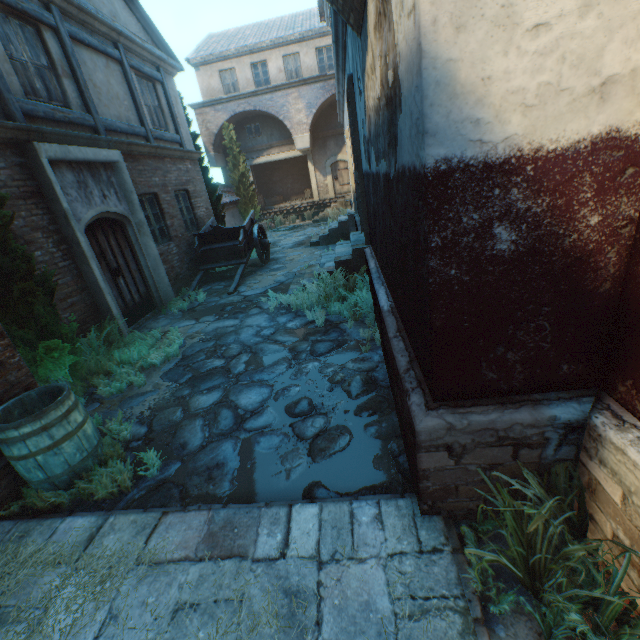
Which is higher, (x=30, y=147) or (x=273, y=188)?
(x=30, y=147)

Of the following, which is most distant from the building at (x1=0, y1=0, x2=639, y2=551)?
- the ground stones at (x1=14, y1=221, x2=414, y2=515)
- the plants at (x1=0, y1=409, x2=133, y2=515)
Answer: the plants at (x1=0, y1=409, x2=133, y2=515)

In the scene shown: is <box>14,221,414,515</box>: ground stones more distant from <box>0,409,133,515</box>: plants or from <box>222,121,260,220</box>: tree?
<box>222,121,260,220</box>: tree

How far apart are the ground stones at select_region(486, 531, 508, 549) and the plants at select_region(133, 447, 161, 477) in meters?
2.9 m

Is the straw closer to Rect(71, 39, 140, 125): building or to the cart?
Rect(71, 39, 140, 125): building

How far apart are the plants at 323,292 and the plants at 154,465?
3.3m

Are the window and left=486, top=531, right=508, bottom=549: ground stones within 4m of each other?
no

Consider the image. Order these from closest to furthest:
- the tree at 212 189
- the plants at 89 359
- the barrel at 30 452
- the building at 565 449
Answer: the building at 565 449
the barrel at 30 452
the plants at 89 359
the tree at 212 189
